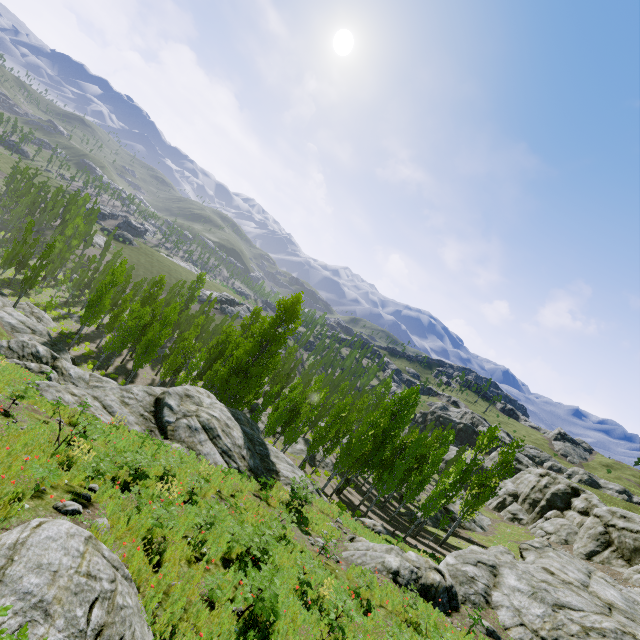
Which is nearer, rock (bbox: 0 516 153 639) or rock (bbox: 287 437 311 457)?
rock (bbox: 0 516 153 639)

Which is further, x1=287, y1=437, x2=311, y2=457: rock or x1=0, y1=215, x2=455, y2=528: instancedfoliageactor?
x1=287, y1=437, x2=311, y2=457: rock

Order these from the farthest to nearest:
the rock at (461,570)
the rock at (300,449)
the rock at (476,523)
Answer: the rock at (476,523) → the rock at (300,449) → the rock at (461,570)

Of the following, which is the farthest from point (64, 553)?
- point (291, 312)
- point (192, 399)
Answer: point (291, 312)

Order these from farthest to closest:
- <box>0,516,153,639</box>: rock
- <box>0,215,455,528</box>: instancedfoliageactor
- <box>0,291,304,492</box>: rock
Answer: <box>0,215,455,528</box>: instancedfoliageactor
<box>0,291,304,492</box>: rock
<box>0,516,153,639</box>: rock

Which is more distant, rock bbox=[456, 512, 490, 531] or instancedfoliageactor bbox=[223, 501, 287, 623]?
rock bbox=[456, 512, 490, 531]

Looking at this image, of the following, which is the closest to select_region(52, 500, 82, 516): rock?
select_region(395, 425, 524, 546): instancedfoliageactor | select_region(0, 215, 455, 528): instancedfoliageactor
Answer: select_region(0, 215, 455, 528): instancedfoliageactor

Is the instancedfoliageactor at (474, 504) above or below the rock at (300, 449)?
above
